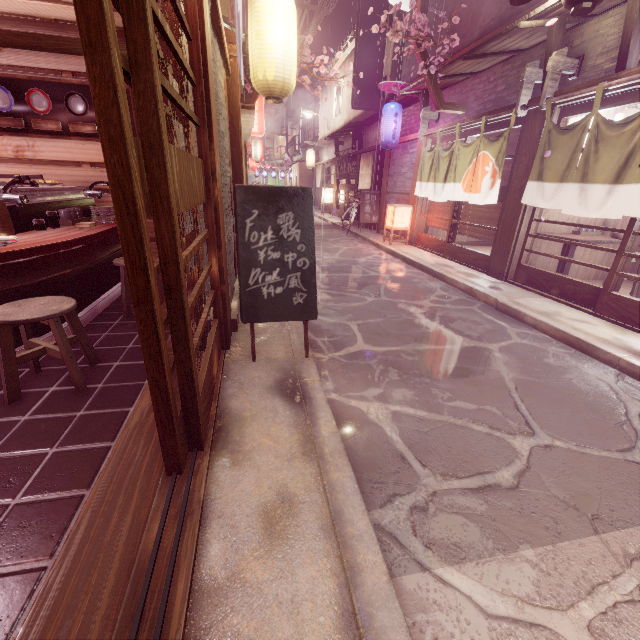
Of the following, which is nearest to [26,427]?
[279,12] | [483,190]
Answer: [279,12]

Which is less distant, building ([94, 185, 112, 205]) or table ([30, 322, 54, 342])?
table ([30, 322, 54, 342])

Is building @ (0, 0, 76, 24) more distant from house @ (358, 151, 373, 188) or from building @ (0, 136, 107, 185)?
house @ (358, 151, 373, 188)

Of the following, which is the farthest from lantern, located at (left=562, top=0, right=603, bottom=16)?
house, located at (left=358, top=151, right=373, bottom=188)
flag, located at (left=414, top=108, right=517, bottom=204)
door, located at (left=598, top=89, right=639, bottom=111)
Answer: house, located at (left=358, top=151, right=373, bottom=188)

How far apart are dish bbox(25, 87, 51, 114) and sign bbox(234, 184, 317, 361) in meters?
5.7 m

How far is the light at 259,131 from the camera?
28.0m

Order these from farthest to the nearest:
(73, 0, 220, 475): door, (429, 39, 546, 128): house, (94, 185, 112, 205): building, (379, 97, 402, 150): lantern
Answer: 1. (379, 97, 402, 150): lantern
2. (429, 39, 546, 128): house
3. (94, 185, 112, 205): building
4. (73, 0, 220, 475): door

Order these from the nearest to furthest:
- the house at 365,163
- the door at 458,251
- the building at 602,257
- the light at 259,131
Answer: the door at 458,251, the building at 602,257, the house at 365,163, the light at 259,131
